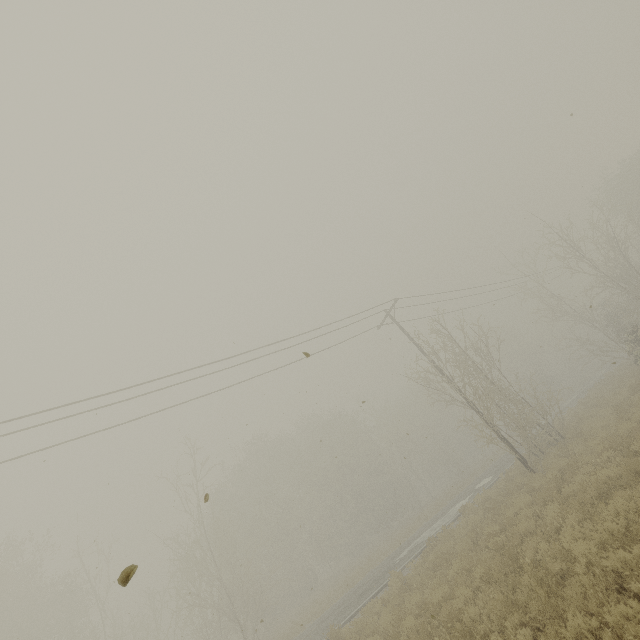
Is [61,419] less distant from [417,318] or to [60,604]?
[417,318]
